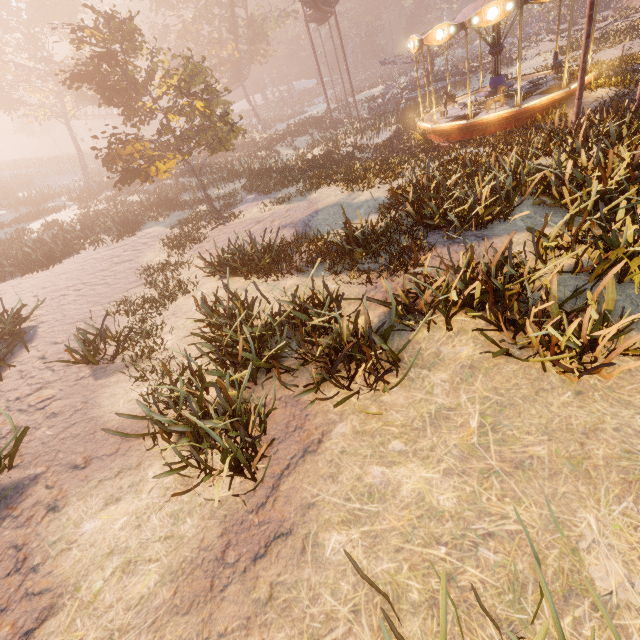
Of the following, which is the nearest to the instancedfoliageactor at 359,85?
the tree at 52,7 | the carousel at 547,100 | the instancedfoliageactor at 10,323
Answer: the tree at 52,7

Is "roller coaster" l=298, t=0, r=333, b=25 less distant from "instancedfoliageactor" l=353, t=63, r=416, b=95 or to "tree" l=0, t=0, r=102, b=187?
"tree" l=0, t=0, r=102, b=187

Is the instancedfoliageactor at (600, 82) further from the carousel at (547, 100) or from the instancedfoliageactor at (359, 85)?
the instancedfoliageactor at (359, 85)

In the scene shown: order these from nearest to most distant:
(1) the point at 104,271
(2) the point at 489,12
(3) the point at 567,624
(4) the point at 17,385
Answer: (3) the point at 567,624
(4) the point at 17,385
(2) the point at 489,12
(1) the point at 104,271

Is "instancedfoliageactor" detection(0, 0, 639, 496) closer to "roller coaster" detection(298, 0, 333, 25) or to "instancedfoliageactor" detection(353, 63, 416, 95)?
"roller coaster" detection(298, 0, 333, 25)

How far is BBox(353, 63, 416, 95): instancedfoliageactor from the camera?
38.82m

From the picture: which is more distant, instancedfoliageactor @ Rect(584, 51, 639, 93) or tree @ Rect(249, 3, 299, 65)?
tree @ Rect(249, 3, 299, 65)

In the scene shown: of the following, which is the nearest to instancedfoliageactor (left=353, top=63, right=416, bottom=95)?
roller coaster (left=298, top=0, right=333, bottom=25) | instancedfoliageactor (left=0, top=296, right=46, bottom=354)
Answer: roller coaster (left=298, top=0, right=333, bottom=25)
